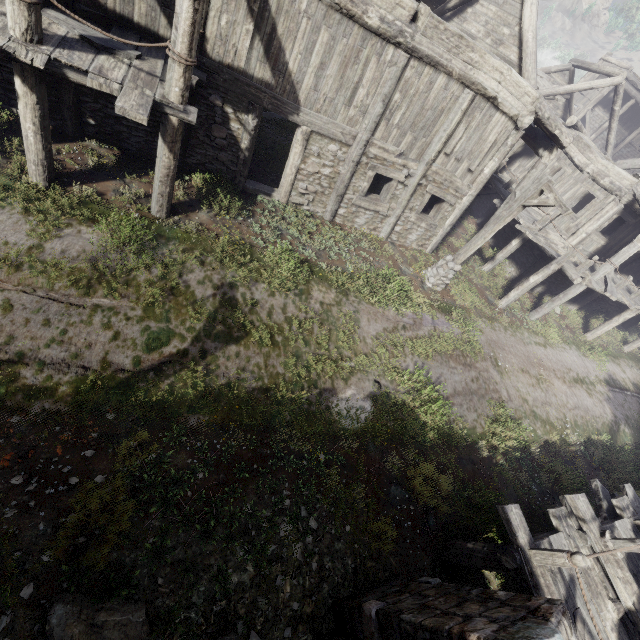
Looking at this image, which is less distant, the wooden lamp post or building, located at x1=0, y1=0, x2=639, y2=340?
building, located at x1=0, y1=0, x2=639, y2=340

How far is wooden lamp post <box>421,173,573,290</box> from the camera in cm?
885

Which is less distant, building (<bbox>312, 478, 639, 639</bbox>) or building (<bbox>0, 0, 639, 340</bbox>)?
building (<bbox>312, 478, 639, 639</bbox>)

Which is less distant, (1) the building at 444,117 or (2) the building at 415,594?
(2) the building at 415,594

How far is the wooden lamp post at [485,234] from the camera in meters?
8.9 m

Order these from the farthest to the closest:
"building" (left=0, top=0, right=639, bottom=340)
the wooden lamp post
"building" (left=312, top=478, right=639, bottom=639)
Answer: the wooden lamp post → "building" (left=0, top=0, right=639, bottom=340) → "building" (left=312, top=478, right=639, bottom=639)

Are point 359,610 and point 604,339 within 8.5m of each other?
no
